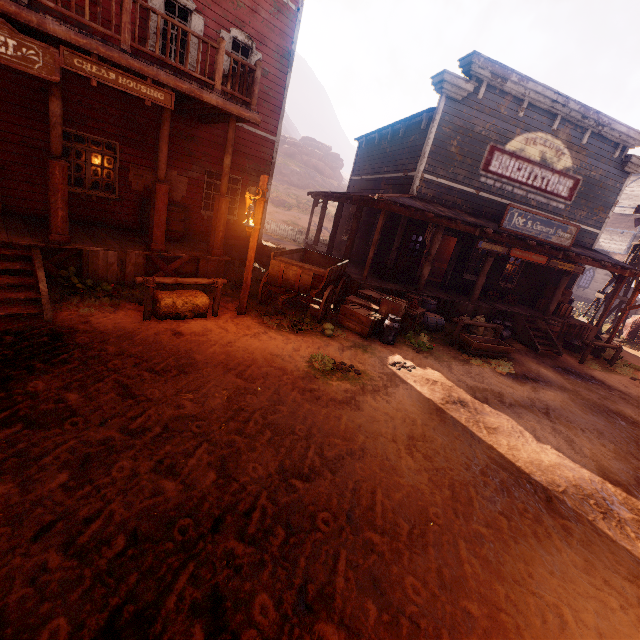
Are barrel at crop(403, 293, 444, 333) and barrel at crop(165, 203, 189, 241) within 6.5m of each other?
no

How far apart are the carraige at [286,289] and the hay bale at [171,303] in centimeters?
143cm

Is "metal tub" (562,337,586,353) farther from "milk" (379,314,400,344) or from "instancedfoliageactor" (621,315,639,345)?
"milk" (379,314,400,344)

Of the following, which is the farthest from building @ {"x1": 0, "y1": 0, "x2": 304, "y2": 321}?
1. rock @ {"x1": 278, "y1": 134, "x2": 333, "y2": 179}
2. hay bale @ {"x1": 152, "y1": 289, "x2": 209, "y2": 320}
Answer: rock @ {"x1": 278, "y1": 134, "x2": 333, "y2": 179}

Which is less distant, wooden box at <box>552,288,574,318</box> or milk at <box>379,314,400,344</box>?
milk at <box>379,314,400,344</box>

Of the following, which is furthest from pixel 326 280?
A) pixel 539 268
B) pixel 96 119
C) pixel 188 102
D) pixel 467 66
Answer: pixel 539 268

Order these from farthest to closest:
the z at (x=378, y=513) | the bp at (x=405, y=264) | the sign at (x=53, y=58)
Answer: the bp at (x=405, y=264) < the sign at (x=53, y=58) < the z at (x=378, y=513)

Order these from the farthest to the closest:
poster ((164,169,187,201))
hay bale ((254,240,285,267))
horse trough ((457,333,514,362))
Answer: hay bale ((254,240,285,267))
poster ((164,169,187,201))
horse trough ((457,333,514,362))
